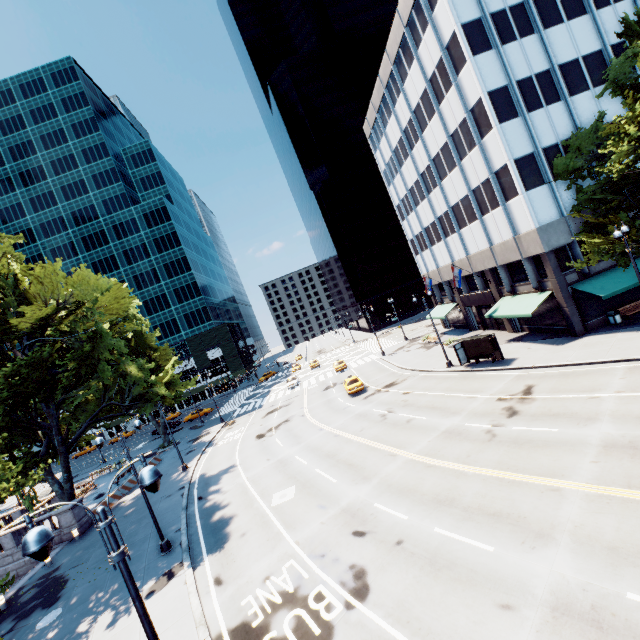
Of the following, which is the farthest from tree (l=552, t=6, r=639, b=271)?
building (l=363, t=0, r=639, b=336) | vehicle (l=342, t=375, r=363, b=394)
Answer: vehicle (l=342, t=375, r=363, b=394)

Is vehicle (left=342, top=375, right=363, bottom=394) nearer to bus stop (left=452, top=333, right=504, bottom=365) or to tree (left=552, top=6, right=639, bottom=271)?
bus stop (left=452, top=333, right=504, bottom=365)

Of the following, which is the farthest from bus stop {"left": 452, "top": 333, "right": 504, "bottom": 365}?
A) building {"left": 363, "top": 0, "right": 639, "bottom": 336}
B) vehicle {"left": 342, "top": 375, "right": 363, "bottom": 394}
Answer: vehicle {"left": 342, "top": 375, "right": 363, "bottom": 394}

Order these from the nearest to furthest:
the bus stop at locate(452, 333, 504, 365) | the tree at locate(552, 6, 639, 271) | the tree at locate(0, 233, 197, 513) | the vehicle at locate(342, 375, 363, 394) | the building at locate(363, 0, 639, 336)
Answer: the tree at locate(552, 6, 639, 271), the tree at locate(0, 233, 197, 513), the building at locate(363, 0, 639, 336), the bus stop at locate(452, 333, 504, 365), the vehicle at locate(342, 375, 363, 394)

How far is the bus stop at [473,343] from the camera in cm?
2597

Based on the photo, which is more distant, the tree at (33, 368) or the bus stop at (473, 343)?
A: the bus stop at (473, 343)

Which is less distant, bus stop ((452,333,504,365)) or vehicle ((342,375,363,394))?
bus stop ((452,333,504,365))

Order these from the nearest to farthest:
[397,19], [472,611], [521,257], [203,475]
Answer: [472,611]
[521,257]
[203,475]
[397,19]
